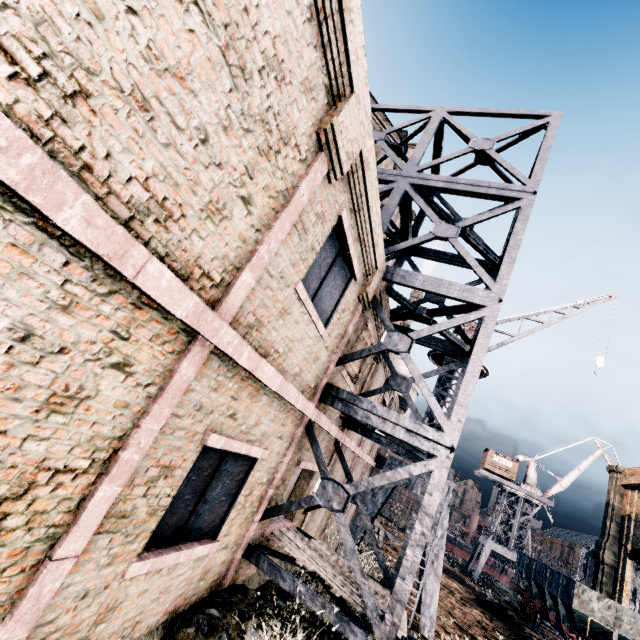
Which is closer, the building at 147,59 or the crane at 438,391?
the building at 147,59

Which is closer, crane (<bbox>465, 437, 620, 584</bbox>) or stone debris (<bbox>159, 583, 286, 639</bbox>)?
stone debris (<bbox>159, 583, 286, 639</bbox>)

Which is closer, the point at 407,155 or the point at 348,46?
the point at 348,46

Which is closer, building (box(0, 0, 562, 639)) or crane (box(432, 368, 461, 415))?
building (box(0, 0, 562, 639))

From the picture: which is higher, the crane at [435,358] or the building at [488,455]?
the building at [488,455]

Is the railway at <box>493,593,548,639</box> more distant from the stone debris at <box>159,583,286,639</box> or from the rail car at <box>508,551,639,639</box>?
the stone debris at <box>159,583,286,639</box>

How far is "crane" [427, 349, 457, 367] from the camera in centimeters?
1720cm

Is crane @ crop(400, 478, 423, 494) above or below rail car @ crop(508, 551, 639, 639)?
above
